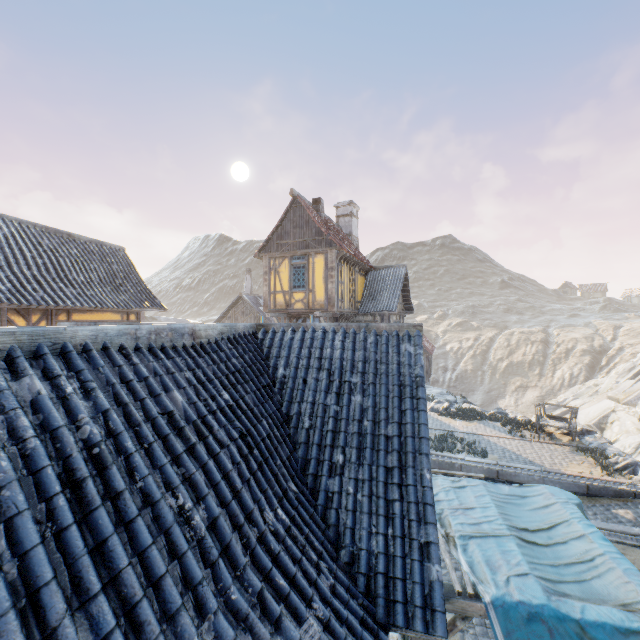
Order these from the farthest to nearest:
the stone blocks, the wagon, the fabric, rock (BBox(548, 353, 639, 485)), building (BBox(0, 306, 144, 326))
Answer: the wagon < rock (BBox(548, 353, 639, 485)) < the stone blocks < building (BBox(0, 306, 144, 326)) < the fabric

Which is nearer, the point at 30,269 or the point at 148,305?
the point at 30,269

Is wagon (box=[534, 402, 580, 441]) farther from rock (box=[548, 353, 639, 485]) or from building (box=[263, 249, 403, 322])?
building (box=[263, 249, 403, 322])

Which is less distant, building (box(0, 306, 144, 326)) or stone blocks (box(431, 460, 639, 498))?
building (box(0, 306, 144, 326))

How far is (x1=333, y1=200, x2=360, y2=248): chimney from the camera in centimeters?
2228cm

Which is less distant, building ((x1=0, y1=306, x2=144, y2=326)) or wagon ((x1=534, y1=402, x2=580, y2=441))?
building ((x1=0, y1=306, x2=144, y2=326))

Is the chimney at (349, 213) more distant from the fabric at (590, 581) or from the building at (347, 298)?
the fabric at (590, 581)

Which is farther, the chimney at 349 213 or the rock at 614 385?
the chimney at 349 213
